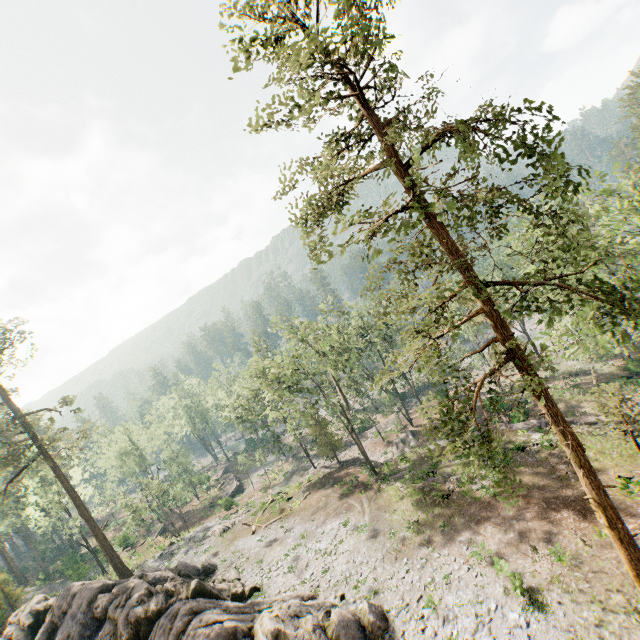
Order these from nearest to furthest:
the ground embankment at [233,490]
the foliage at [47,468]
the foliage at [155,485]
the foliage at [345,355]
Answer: the foliage at [345,355] → the foliage at [47,468] → the foliage at [155,485] → the ground embankment at [233,490]

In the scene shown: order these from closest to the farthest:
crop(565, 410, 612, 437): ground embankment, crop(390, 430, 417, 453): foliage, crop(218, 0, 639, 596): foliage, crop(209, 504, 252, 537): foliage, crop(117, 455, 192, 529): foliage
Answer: crop(218, 0, 639, 596): foliage < crop(565, 410, 612, 437): ground embankment < crop(209, 504, 252, 537): foliage < crop(390, 430, 417, 453): foliage < crop(117, 455, 192, 529): foliage

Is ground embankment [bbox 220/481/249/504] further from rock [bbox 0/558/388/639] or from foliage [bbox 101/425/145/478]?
rock [bbox 0/558/388/639]

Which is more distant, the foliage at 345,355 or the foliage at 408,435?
the foliage at 408,435

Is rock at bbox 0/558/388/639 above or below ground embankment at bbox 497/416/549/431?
above

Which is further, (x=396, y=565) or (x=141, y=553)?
(x=141, y=553)

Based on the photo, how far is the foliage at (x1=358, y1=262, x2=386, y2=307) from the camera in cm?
1620
